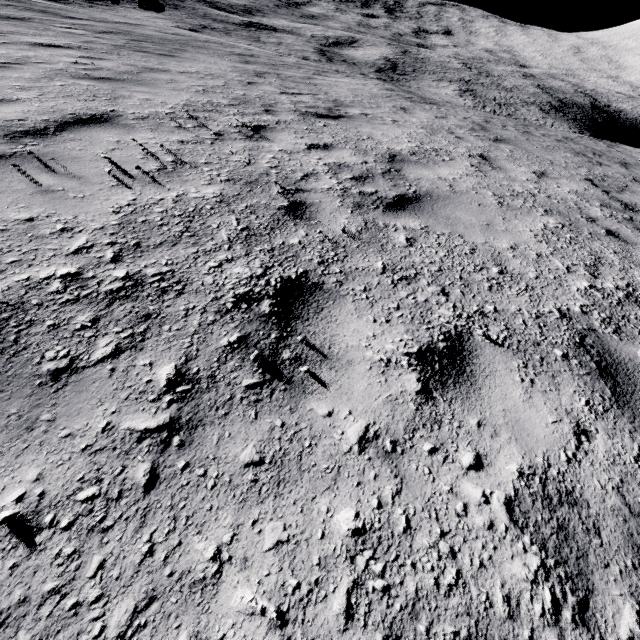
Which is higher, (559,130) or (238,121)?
(238,121)
